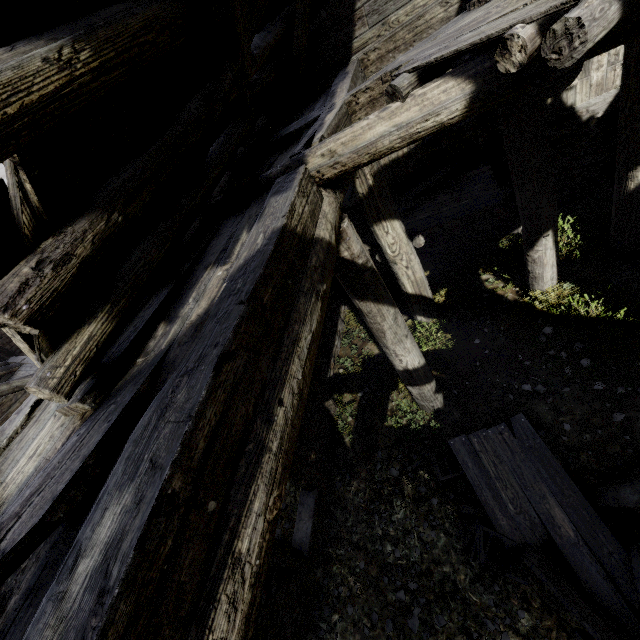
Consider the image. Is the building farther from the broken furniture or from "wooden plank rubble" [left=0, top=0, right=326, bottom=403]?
the broken furniture

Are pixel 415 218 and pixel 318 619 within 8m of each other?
no

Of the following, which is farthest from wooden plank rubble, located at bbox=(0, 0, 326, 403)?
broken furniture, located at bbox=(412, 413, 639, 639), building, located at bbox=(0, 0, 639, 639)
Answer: broken furniture, located at bbox=(412, 413, 639, 639)

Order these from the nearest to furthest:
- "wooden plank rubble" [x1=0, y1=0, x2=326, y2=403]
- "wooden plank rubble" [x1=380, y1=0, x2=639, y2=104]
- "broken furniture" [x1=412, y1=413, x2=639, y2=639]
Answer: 1. "wooden plank rubble" [x1=0, y1=0, x2=326, y2=403]
2. "wooden plank rubble" [x1=380, y1=0, x2=639, y2=104]
3. "broken furniture" [x1=412, y1=413, x2=639, y2=639]

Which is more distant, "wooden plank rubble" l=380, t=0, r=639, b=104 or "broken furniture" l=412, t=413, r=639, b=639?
"broken furniture" l=412, t=413, r=639, b=639

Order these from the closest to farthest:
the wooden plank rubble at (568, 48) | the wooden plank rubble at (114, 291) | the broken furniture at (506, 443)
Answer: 1. the wooden plank rubble at (114, 291)
2. the wooden plank rubble at (568, 48)
3. the broken furniture at (506, 443)

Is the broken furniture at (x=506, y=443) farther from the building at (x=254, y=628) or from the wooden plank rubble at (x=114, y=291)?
the wooden plank rubble at (x=114, y=291)
